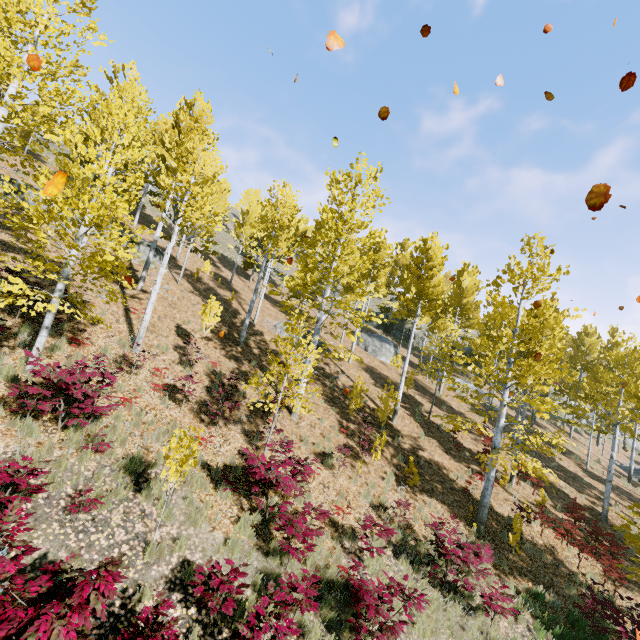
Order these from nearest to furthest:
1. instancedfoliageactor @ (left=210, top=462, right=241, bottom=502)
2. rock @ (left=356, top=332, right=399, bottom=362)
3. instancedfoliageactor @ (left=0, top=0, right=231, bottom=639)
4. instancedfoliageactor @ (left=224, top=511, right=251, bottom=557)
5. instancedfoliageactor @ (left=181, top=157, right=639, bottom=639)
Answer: instancedfoliageactor @ (left=0, top=0, right=231, bottom=639), instancedfoliageactor @ (left=224, top=511, right=251, bottom=557), instancedfoliageactor @ (left=181, top=157, right=639, bottom=639), instancedfoliageactor @ (left=210, top=462, right=241, bottom=502), rock @ (left=356, top=332, right=399, bottom=362)

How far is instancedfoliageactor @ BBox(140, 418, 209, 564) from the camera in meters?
6.0 m

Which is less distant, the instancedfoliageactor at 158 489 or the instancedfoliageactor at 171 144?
the instancedfoliageactor at 171 144

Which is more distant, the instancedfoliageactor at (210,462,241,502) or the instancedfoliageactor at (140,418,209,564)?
the instancedfoliageactor at (210,462,241,502)

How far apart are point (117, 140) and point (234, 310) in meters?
19.5 m

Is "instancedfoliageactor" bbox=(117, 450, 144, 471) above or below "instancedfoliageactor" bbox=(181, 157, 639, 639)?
below

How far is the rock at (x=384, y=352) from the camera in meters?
26.2 m

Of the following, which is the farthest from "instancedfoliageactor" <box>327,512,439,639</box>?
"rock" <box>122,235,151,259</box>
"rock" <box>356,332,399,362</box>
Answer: "rock" <box>356,332,399,362</box>
